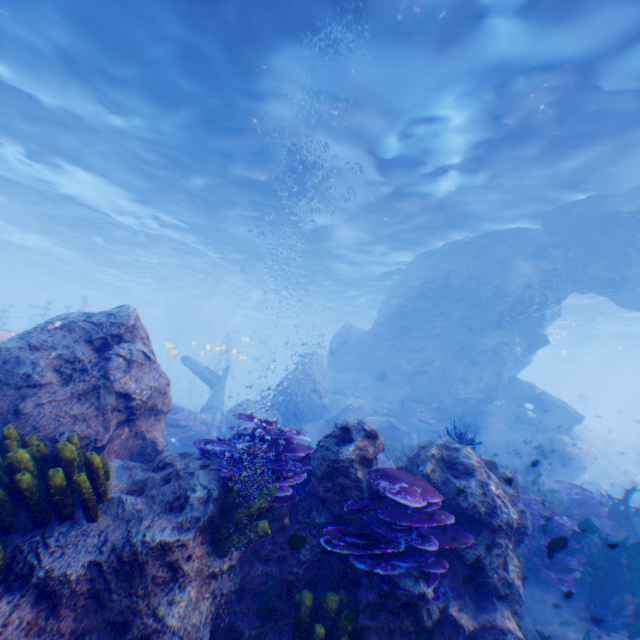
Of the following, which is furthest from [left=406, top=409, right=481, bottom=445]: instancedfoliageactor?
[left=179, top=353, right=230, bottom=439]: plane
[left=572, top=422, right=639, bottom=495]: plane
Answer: [left=572, top=422, right=639, bottom=495]: plane

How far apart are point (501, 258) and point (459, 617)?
16.2 meters

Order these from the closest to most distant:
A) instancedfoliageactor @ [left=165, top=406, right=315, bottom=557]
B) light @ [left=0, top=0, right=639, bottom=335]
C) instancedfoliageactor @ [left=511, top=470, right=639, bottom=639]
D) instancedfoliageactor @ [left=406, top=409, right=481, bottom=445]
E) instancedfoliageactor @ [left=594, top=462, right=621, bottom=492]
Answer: instancedfoliageactor @ [left=165, top=406, right=315, bottom=557] < instancedfoliageactor @ [left=511, top=470, right=639, bottom=639] < instancedfoliageactor @ [left=406, top=409, right=481, bottom=445] < light @ [left=0, top=0, right=639, bottom=335] < instancedfoliageactor @ [left=594, top=462, right=621, bottom=492]

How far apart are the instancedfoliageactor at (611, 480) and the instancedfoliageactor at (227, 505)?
25.5m

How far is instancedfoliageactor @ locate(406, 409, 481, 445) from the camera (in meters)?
5.41

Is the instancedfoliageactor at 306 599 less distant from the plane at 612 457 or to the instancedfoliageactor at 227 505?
the instancedfoliageactor at 227 505

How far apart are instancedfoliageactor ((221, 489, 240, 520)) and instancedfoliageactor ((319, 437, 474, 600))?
Answer: 0.5 meters

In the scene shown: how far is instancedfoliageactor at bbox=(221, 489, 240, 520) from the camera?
3.3 meters
